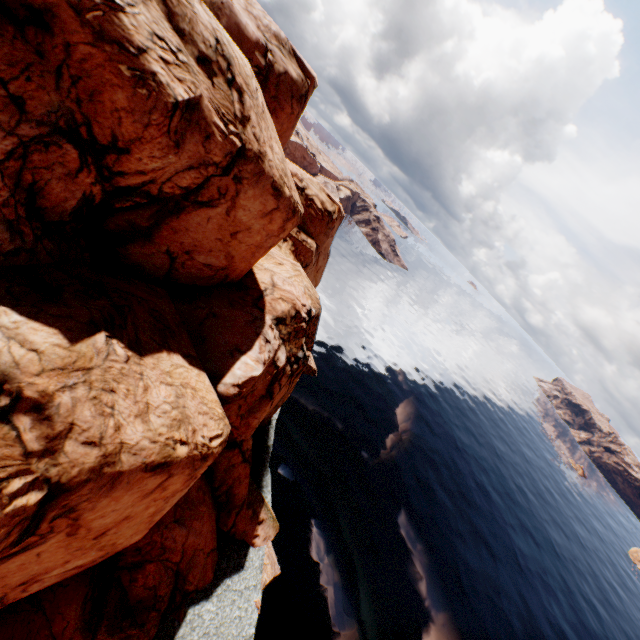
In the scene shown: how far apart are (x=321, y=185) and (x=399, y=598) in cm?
4918
